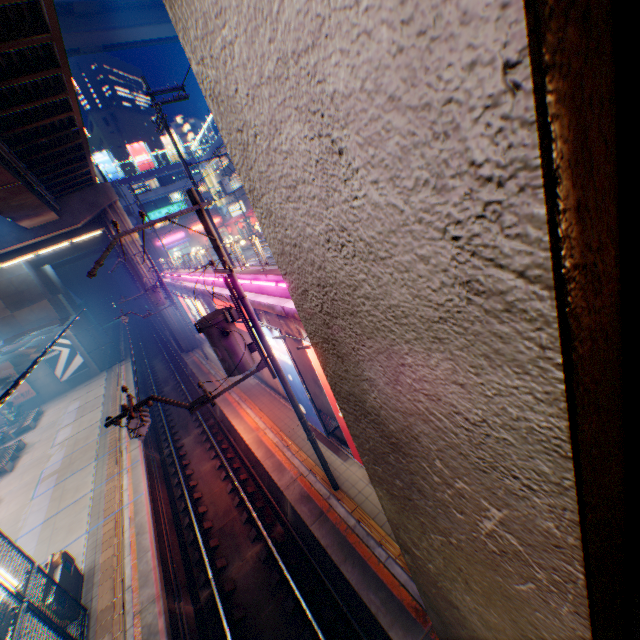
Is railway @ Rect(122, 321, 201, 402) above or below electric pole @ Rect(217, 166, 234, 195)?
below

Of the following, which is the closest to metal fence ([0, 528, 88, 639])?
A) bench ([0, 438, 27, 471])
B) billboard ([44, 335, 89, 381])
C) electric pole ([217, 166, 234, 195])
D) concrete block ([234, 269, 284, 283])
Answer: concrete block ([234, 269, 284, 283])

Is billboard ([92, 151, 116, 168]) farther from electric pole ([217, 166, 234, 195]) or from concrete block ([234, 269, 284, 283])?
electric pole ([217, 166, 234, 195])

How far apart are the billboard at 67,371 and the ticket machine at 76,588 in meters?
27.1

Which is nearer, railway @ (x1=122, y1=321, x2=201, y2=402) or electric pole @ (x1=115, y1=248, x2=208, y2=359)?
electric pole @ (x1=115, y1=248, x2=208, y2=359)

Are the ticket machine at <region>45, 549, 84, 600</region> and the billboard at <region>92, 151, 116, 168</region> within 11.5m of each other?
no

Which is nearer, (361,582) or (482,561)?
(482,561)

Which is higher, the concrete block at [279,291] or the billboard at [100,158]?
the billboard at [100,158]
